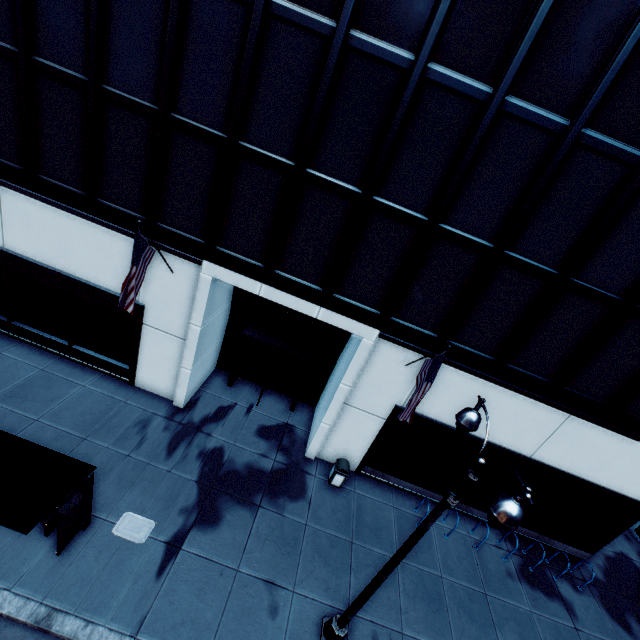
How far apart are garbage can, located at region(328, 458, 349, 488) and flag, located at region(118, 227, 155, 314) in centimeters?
856cm

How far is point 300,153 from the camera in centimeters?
859cm

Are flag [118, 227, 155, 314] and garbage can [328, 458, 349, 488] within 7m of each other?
no

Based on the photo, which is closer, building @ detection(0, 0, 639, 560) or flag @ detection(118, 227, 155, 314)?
building @ detection(0, 0, 639, 560)

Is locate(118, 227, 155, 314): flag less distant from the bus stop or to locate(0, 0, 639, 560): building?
locate(0, 0, 639, 560): building

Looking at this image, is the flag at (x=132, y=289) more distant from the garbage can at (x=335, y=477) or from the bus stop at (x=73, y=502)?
the garbage can at (x=335, y=477)

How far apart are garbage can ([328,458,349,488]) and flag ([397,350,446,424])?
3.8m

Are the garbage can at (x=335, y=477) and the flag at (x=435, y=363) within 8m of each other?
yes
